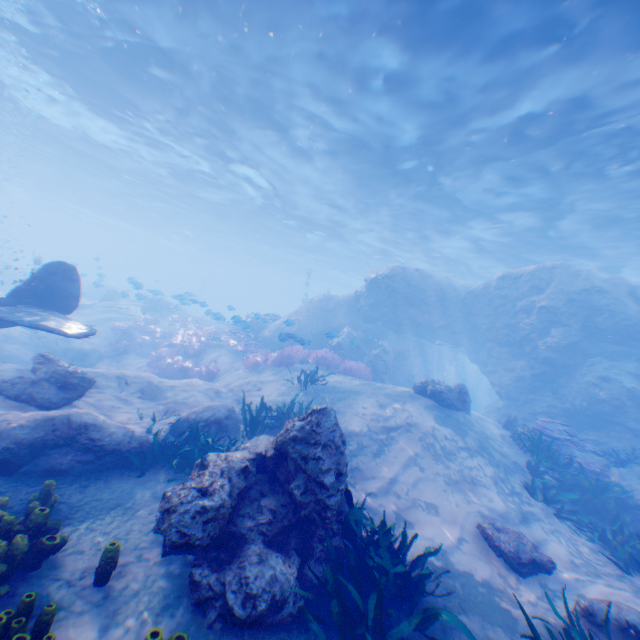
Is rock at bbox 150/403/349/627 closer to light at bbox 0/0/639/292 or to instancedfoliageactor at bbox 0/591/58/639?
light at bbox 0/0/639/292

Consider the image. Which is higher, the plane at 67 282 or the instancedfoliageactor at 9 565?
the plane at 67 282

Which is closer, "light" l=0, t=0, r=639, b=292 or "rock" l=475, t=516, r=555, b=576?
"rock" l=475, t=516, r=555, b=576

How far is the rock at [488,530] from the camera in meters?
5.6

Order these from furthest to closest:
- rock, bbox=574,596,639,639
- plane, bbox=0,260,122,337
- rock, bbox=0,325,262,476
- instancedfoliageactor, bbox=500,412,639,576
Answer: plane, bbox=0,260,122,337, instancedfoliageactor, bbox=500,412,639,576, rock, bbox=0,325,262,476, rock, bbox=574,596,639,639

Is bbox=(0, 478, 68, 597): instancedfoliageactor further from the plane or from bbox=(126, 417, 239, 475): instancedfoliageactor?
bbox=(126, 417, 239, 475): instancedfoliageactor

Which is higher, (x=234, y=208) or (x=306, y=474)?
(x=234, y=208)

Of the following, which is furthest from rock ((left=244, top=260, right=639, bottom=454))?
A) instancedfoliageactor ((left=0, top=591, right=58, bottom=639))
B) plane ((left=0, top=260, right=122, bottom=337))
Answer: instancedfoliageactor ((left=0, top=591, right=58, bottom=639))
